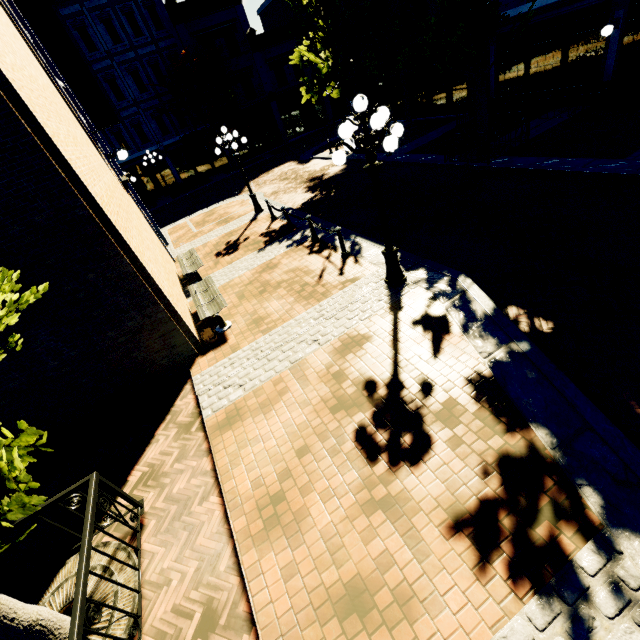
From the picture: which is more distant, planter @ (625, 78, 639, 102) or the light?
planter @ (625, 78, 639, 102)

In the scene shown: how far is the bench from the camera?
7.90m

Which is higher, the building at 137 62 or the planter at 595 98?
the building at 137 62

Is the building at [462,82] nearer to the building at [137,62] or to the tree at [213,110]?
the tree at [213,110]

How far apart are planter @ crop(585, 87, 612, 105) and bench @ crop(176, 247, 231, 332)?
15.9 meters

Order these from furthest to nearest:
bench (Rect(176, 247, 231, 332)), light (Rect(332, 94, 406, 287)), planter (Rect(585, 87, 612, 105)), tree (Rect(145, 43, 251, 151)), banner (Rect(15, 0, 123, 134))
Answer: tree (Rect(145, 43, 251, 151)), planter (Rect(585, 87, 612, 105)), banner (Rect(15, 0, 123, 134)), bench (Rect(176, 247, 231, 332)), light (Rect(332, 94, 406, 287))

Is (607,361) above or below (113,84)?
below

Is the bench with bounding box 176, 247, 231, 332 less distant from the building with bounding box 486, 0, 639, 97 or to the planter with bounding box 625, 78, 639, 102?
the planter with bounding box 625, 78, 639, 102
